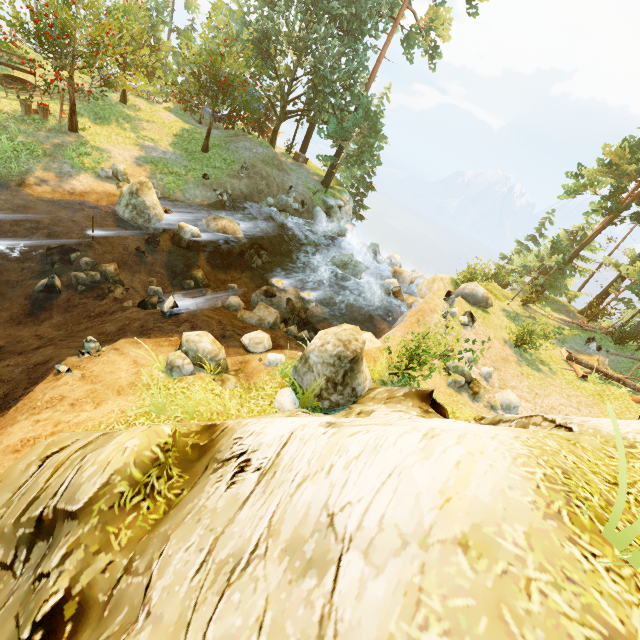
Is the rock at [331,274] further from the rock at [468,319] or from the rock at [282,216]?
the rock at [468,319]

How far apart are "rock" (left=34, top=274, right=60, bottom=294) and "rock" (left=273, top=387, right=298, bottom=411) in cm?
891

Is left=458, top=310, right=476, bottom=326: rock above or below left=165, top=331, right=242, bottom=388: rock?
above

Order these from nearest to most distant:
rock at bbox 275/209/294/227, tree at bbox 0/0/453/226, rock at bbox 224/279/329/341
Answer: rock at bbox 224/279/329/341
tree at bbox 0/0/453/226
rock at bbox 275/209/294/227

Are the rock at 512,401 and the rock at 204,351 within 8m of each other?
no

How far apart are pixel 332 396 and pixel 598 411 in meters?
11.9

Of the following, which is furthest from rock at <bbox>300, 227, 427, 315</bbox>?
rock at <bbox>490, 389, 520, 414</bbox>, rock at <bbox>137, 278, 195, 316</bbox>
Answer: rock at <bbox>137, 278, 195, 316</bbox>

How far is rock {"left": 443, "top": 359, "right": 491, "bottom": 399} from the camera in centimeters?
1245cm
